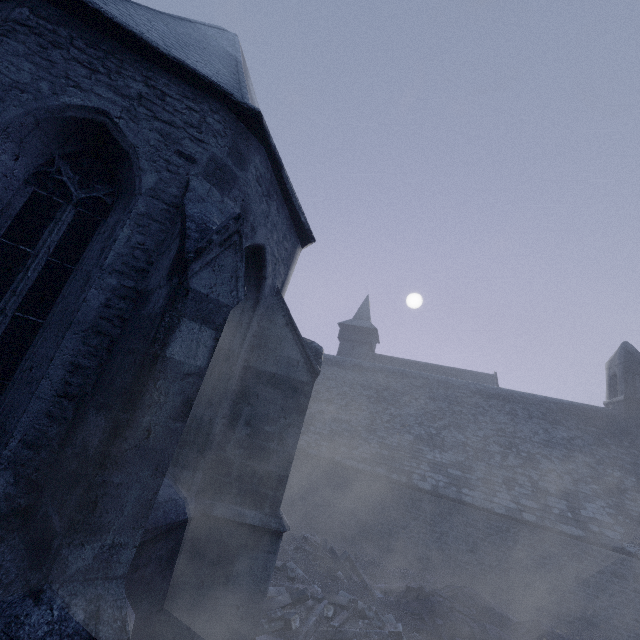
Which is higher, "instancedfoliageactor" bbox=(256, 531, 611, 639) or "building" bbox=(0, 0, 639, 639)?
"building" bbox=(0, 0, 639, 639)

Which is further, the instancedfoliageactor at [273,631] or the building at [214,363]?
the instancedfoliageactor at [273,631]

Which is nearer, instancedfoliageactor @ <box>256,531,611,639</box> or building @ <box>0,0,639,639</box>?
building @ <box>0,0,639,639</box>

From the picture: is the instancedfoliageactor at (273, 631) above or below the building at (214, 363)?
below

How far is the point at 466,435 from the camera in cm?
1557
